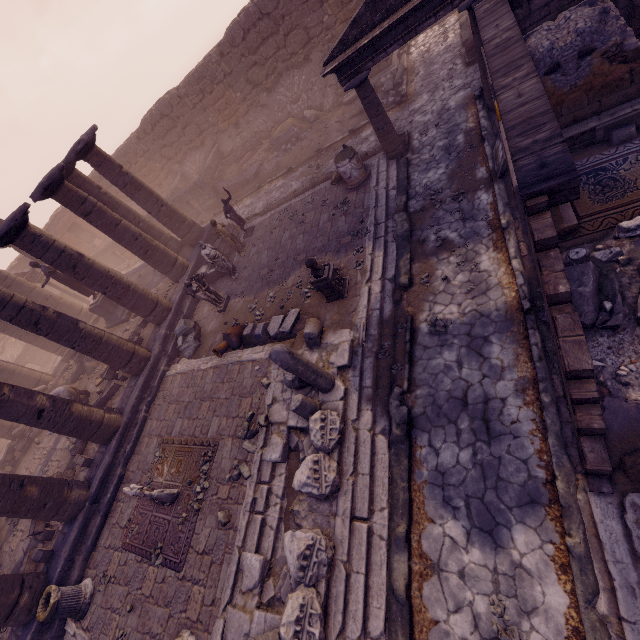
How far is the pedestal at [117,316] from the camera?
15.5m

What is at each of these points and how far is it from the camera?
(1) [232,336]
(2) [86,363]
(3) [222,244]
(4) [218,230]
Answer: (1) vase, 9.99m
(2) debris pile, 15.28m
(3) sarcophagus, 14.53m
(4) sculpture, 12.71m

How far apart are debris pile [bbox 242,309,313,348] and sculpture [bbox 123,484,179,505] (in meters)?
4.12

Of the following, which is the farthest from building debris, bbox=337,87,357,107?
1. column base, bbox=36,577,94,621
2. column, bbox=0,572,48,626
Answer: column, bbox=0,572,48,626

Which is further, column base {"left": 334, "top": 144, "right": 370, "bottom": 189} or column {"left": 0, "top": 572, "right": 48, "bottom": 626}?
column base {"left": 334, "top": 144, "right": 370, "bottom": 189}

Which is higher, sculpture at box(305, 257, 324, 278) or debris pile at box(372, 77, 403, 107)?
sculpture at box(305, 257, 324, 278)

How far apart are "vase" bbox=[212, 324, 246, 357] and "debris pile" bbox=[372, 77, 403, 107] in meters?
10.7

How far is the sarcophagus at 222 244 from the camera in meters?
14.4
